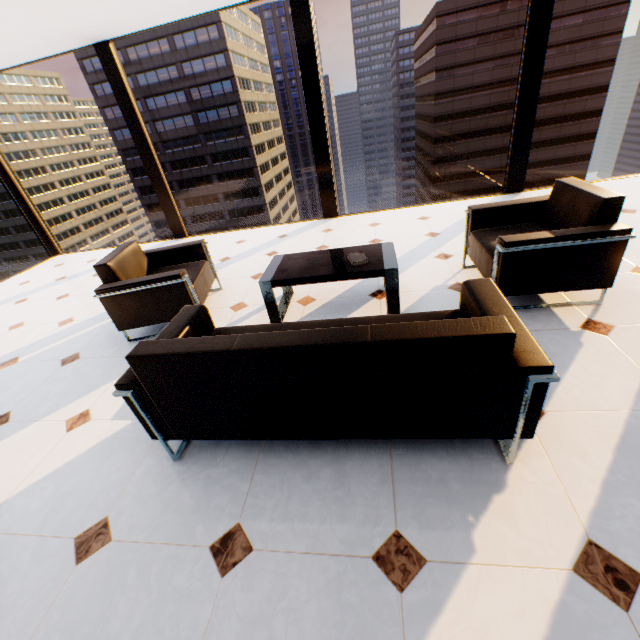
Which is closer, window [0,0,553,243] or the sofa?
the sofa

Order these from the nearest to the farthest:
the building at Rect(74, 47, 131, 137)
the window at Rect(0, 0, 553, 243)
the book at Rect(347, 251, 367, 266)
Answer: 1. the book at Rect(347, 251, 367, 266)
2. the window at Rect(0, 0, 553, 243)
3. the building at Rect(74, 47, 131, 137)

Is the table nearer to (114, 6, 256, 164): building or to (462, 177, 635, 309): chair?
(462, 177, 635, 309): chair

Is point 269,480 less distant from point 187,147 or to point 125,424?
point 125,424

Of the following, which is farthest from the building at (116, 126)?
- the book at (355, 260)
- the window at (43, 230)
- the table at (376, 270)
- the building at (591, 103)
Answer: the book at (355, 260)

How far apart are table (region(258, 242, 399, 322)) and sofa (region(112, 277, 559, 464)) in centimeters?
63cm

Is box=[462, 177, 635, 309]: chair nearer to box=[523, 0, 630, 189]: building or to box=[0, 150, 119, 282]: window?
box=[0, 150, 119, 282]: window

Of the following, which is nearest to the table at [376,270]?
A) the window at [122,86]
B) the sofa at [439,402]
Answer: the sofa at [439,402]
